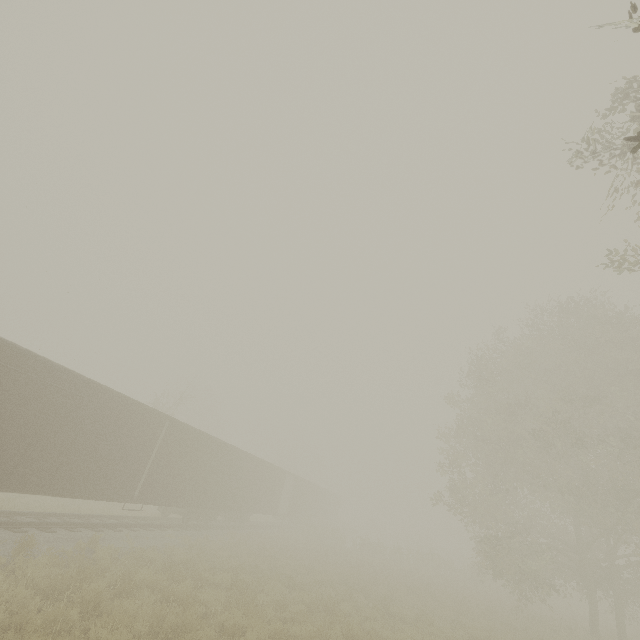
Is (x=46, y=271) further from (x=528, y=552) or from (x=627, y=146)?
(x=528, y=552)

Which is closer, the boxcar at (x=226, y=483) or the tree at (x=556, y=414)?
the tree at (x=556, y=414)

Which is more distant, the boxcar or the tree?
the boxcar
